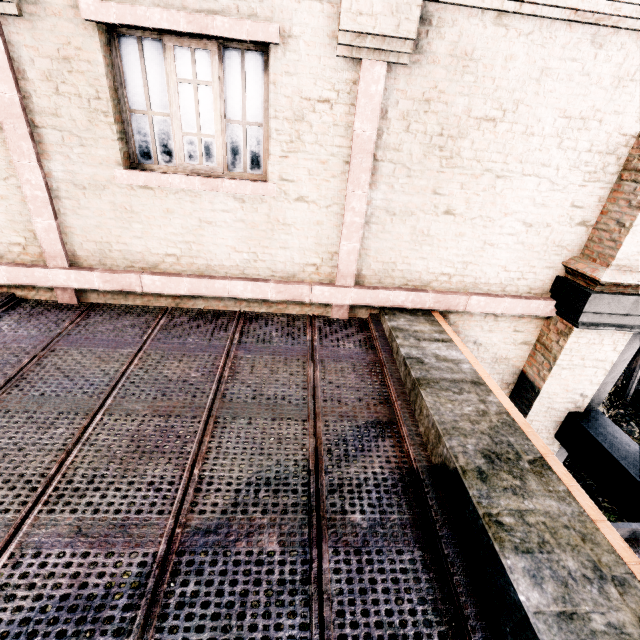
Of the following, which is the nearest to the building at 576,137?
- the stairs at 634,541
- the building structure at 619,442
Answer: the building structure at 619,442

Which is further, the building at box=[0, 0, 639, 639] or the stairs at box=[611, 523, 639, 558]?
the stairs at box=[611, 523, 639, 558]

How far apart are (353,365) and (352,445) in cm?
130

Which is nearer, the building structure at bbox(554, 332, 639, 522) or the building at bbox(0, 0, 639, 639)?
the building at bbox(0, 0, 639, 639)

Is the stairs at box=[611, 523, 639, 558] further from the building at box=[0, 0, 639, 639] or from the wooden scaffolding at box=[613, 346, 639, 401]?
the wooden scaffolding at box=[613, 346, 639, 401]

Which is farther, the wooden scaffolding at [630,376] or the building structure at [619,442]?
the wooden scaffolding at [630,376]

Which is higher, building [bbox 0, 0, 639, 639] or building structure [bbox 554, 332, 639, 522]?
building [bbox 0, 0, 639, 639]

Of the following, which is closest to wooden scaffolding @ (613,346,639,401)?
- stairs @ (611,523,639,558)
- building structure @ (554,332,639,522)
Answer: building structure @ (554,332,639,522)
